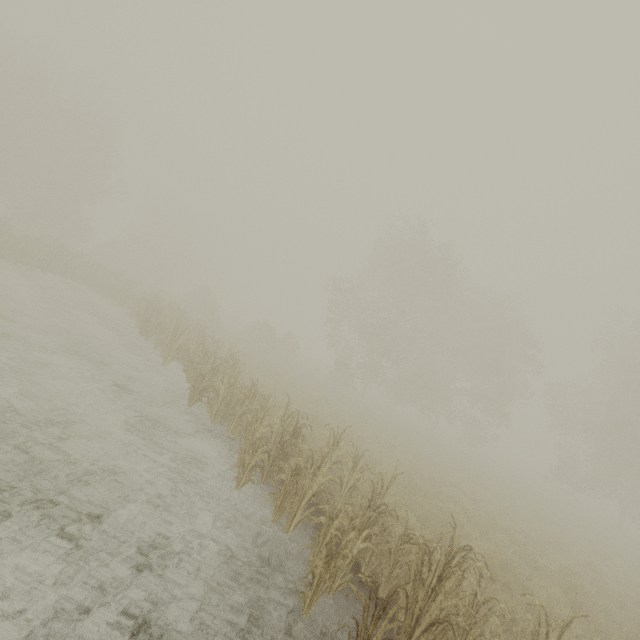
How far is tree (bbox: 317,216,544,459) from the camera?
27.2 meters

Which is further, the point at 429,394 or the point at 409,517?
the point at 429,394

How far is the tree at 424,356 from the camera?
27.2m
